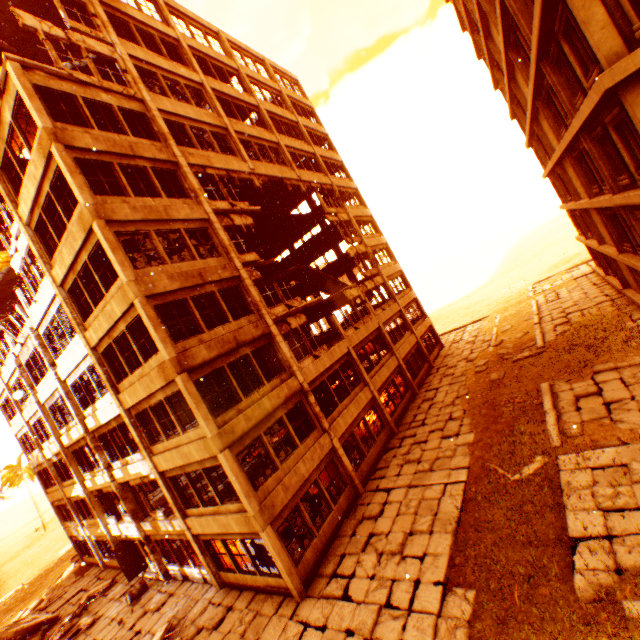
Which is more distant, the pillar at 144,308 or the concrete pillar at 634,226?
the concrete pillar at 634,226

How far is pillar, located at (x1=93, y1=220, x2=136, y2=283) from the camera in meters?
10.9 m

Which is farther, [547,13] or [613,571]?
[547,13]

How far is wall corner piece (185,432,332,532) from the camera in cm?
1109

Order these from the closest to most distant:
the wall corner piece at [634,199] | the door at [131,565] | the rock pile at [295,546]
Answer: the wall corner piece at [634,199], the rock pile at [295,546], the door at [131,565]

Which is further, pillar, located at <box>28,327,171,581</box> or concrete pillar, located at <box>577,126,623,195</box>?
pillar, located at <box>28,327,171,581</box>

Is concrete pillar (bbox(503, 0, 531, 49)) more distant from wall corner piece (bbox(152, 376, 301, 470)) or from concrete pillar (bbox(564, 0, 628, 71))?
wall corner piece (bbox(152, 376, 301, 470))

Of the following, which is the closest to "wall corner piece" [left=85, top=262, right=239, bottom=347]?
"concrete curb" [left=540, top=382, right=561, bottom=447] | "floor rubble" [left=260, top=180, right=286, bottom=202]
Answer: "floor rubble" [left=260, top=180, right=286, bottom=202]
